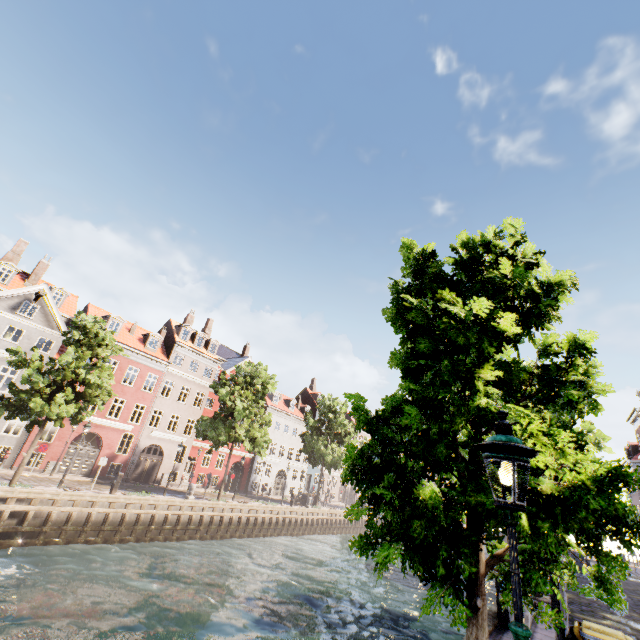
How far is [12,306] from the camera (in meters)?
24.11

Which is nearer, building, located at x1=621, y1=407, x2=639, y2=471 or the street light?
the street light

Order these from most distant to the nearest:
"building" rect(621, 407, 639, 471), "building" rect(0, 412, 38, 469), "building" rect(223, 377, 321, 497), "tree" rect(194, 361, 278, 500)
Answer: "building" rect(223, 377, 321, 497) < "building" rect(621, 407, 639, 471) < "tree" rect(194, 361, 278, 500) < "building" rect(0, 412, 38, 469)

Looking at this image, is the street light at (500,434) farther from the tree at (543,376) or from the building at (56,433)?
the building at (56,433)

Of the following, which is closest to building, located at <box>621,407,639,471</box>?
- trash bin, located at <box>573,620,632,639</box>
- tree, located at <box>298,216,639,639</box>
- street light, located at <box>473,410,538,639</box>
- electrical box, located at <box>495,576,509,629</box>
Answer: street light, located at <box>473,410,538,639</box>

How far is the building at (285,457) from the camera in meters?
40.5 m

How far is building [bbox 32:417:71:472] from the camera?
24.0m

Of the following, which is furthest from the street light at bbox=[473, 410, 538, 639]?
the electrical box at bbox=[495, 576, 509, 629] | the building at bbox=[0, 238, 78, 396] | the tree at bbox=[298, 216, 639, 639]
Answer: the electrical box at bbox=[495, 576, 509, 629]
